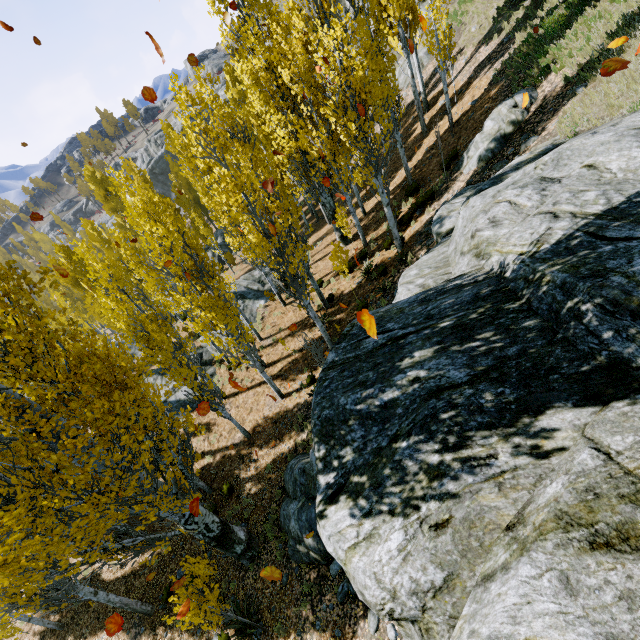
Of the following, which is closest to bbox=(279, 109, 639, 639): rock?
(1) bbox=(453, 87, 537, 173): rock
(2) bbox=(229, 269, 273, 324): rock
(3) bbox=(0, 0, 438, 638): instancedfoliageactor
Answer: (3) bbox=(0, 0, 438, 638): instancedfoliageactor

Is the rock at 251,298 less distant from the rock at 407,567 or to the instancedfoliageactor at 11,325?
the instancedfoliageactor at 11,325

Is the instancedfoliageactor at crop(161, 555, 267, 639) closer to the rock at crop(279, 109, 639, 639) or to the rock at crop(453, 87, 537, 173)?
the rock at crop(279, 109, 639, 639)

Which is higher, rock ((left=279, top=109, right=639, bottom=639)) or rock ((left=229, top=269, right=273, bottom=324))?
rock ((left=279, top=109, right=639, bottom=639))

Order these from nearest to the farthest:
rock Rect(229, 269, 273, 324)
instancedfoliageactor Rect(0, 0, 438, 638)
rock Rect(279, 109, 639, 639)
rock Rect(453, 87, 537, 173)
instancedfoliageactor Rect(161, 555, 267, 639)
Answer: rock Rect(279, 109, 639, 639) → instancedfoliageactor Rect(0, 0, 438, 638) → instancedfoliageactor Rect(161, 555, 267, 639) → rock Rect(453, 87, 537, 173) → rock Rect(229, 269, 273, 324)

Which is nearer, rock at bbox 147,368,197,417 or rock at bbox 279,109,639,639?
rock at bbox 279,109,639,639

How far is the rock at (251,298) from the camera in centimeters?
2052cm

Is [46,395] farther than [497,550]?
Yes
